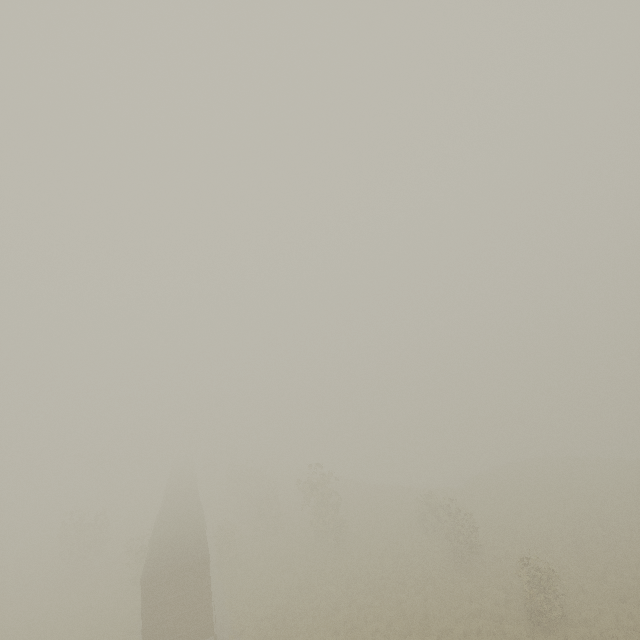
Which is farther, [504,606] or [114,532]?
[114,532]
